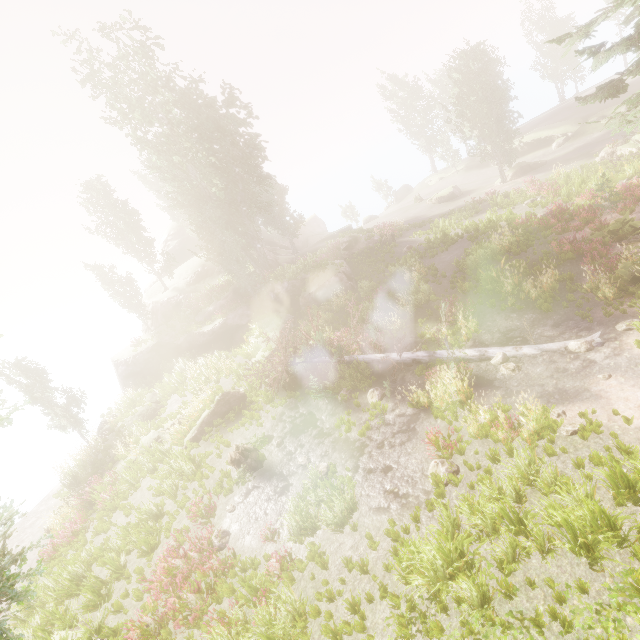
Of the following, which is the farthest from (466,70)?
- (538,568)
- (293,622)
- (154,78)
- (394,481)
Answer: (293,622)

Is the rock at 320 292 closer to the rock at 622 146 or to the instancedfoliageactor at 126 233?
the instancedfoliageactor at 126 233

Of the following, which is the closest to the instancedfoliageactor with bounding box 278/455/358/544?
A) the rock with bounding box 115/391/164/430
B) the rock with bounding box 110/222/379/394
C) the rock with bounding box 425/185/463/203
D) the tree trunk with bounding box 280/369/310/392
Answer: the rock with bounding box 110/222/379/394

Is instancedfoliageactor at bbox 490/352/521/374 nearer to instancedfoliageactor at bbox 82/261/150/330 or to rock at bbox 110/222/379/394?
instancedfoliageactor at bbox 82/261/150/330

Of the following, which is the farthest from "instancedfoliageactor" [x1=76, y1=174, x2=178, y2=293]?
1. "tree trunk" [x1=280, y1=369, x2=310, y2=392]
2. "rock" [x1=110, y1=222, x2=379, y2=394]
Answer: "tree trunk" [x1=280, y1=369, x2=310, y2=392]

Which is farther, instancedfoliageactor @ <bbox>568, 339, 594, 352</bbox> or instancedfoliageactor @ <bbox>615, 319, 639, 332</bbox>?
instancedfoliageactor @ <bbox>568, 339, 594, 352</bbox>

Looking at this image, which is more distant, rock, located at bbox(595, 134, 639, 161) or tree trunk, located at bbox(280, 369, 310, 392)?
rock, located at bbox(595, 134, 639, 161)

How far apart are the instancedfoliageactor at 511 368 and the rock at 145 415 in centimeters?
2054cm
